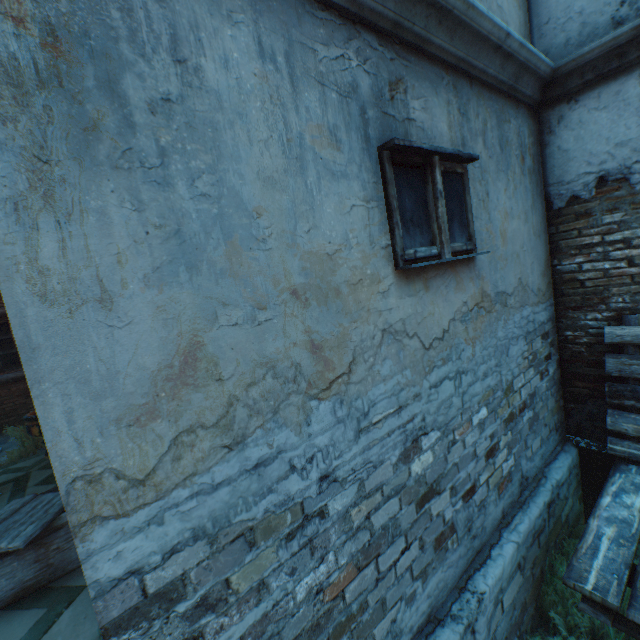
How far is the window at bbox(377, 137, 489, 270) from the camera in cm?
191

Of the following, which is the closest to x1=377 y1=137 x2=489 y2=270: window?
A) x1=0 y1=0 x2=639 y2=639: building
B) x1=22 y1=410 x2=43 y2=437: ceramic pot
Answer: x1=0 y1=0 x2=639 y2=639: building

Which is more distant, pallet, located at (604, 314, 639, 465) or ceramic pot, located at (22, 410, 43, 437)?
ceramic pot, located at (22, 410, 43, 437)

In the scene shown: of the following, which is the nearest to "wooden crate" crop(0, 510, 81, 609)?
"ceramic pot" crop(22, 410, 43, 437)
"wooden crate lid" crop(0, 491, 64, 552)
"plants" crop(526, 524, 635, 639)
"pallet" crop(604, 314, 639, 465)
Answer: "wooden crate lid" crop(0, 491, 64, 552)

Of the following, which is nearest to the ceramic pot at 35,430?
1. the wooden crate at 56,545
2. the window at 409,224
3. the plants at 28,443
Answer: the plants at 28,443

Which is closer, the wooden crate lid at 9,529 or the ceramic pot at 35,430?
the wooden crate lid at 9,529

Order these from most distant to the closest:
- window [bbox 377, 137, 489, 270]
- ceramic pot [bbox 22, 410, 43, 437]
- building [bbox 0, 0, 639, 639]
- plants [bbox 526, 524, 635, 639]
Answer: ceramic pot [bbox 22, 410, 43, 437], plants [bbox 526, 524, 635, 639], window [bbox 377, 137, 489, 270], building [bbox 0, 0, 639, 639]

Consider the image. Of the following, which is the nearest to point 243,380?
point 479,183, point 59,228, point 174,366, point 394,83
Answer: point 174,366
